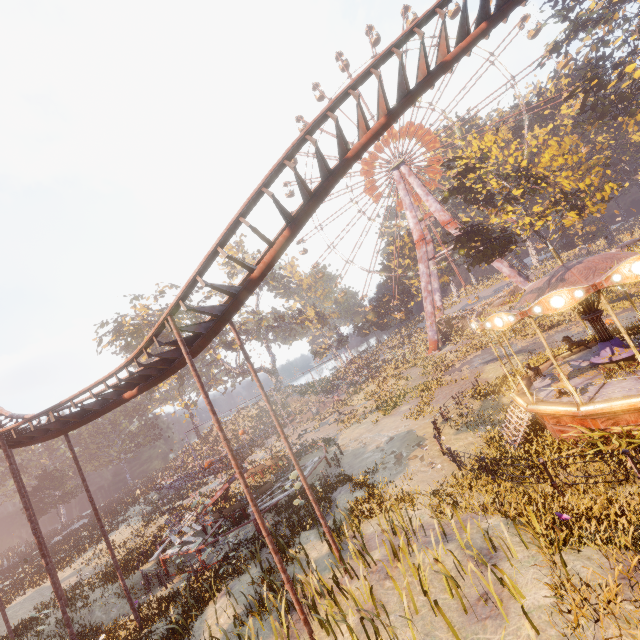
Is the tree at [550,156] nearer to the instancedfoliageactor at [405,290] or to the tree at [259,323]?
the instancedfoliageactor at [405,290]

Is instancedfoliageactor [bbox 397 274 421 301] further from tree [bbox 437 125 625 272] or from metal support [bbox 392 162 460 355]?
tree [bbox 437 125 625 272]

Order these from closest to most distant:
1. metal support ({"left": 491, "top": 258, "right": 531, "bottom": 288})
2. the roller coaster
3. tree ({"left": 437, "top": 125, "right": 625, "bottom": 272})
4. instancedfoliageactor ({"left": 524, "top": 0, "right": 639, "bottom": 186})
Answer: the roller coaster, tree ({"left": 437, "top": 125, "right": 625, "bottom": 272}), instancedfoliageactor ({"left": 524, "top": 0, "right": 639, "bottom": 186}), metal support ({"left": 491, "top": 258, "right": 531, "bottom": 288})

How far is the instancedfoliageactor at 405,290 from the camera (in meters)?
57.00

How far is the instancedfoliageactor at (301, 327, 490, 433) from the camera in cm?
2653

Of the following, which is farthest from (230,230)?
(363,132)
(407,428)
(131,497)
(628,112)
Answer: (131,497)

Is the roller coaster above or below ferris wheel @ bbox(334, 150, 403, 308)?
below

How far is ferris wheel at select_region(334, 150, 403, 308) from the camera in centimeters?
5000cm
